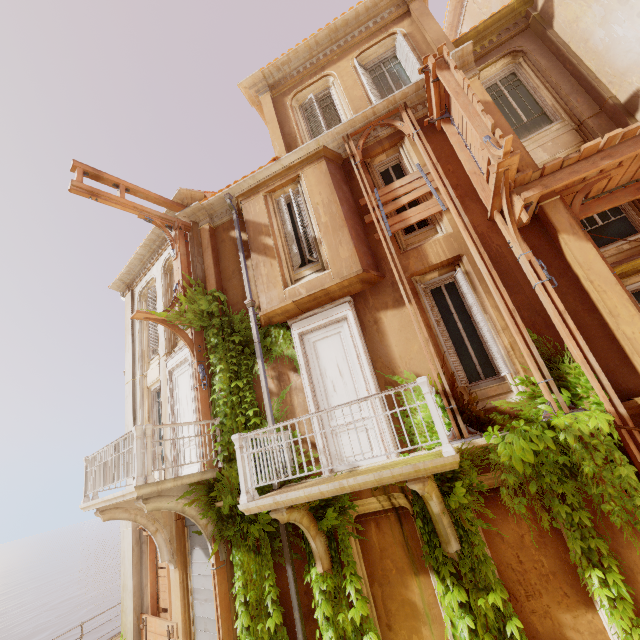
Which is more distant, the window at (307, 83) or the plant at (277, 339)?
the window at (307, 83)

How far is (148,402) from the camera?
11.3m

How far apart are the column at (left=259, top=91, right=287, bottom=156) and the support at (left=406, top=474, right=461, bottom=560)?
8.7m

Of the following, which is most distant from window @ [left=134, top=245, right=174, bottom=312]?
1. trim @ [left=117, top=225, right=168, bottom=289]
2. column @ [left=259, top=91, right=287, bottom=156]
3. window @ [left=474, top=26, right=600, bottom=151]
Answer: window @ [left=474, top=26, right=600, bottom=151]

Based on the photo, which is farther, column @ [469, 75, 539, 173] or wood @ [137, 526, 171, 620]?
wood @ [137, 526, 171, 620]

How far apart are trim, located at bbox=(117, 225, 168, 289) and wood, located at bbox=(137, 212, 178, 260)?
0.9m

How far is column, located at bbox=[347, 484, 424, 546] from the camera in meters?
5.9

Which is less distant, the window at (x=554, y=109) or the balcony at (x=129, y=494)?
the balcony at (x=129, y=494)
